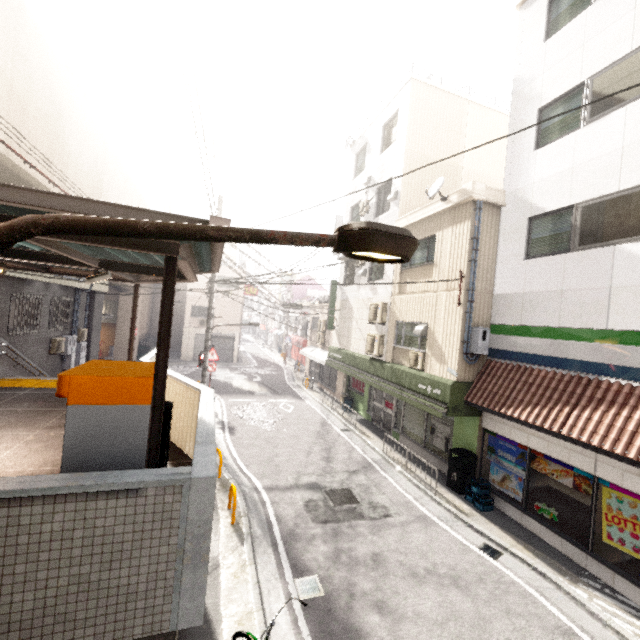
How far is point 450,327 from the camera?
9.68m

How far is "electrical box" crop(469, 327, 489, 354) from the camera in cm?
916

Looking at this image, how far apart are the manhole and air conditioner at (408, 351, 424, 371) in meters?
3.8

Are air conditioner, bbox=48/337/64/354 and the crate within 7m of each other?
no

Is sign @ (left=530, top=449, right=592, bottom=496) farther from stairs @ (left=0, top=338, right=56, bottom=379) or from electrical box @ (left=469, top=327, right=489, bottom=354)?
stairs @ (left=0, top=338, right=56, bottom=379)

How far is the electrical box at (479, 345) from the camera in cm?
916

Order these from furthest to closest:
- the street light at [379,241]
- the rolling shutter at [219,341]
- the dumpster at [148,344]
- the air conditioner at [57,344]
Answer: the rolling shutter at [219,341]
the dumpster at [148,344]
the air conditioner at [57,344]
the street light at [379,241]

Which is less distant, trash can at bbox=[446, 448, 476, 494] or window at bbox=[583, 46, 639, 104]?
window at bbox=[583, 46, 639, 104]
